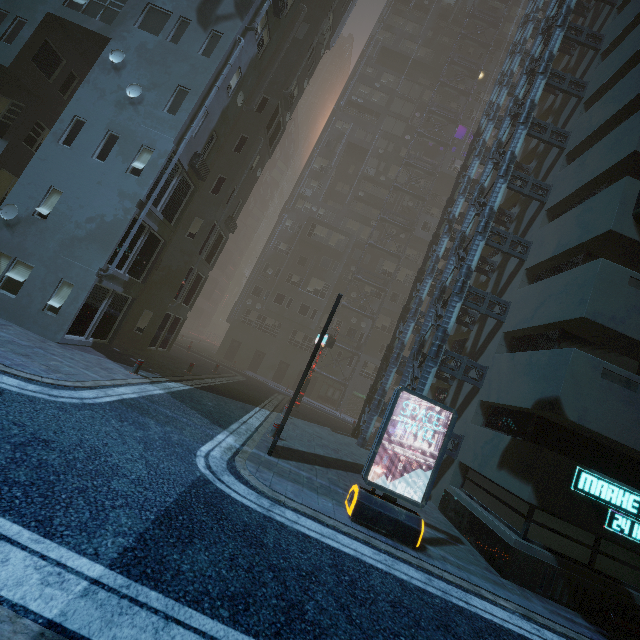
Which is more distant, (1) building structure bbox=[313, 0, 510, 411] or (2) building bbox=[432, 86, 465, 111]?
(2) building bbox=[432, 86, 465, 111]

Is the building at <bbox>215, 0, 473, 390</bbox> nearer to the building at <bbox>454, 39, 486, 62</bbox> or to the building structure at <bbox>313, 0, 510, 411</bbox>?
the building structure at <bbox>313, 0, 510, 411</bbox>

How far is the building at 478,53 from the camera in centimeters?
4322cm

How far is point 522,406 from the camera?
10.3 meters

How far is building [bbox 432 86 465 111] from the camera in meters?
42.0

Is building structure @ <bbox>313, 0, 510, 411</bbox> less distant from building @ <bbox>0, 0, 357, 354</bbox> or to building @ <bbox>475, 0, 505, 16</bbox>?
building @ <bbox>0, 0, 357, 354</bbox>

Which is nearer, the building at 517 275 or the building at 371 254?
the building at 517 275
